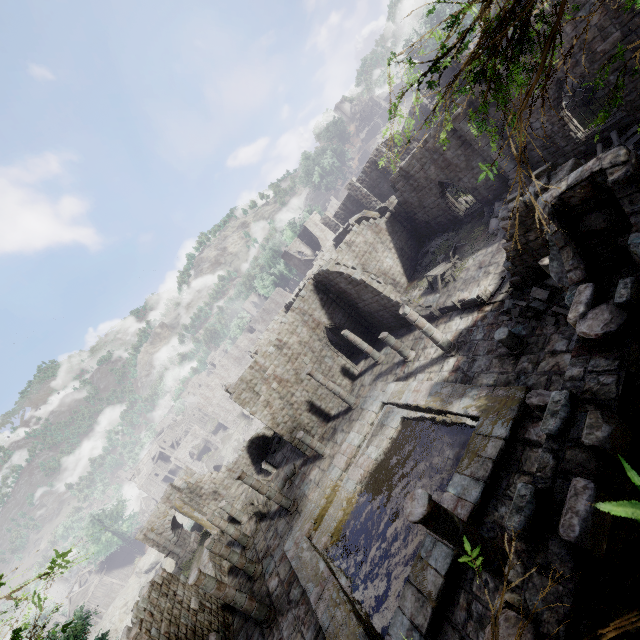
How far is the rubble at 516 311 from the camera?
11.3m

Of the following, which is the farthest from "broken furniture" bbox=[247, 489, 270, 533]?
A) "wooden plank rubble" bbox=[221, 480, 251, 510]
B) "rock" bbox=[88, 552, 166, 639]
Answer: "rock" bbox=[88, 552, 166, 639]

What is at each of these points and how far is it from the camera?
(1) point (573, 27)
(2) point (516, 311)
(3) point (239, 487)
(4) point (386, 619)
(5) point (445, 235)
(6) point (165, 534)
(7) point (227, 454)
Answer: (1) building, 13.37m
(2) rubble, 13.03m
(3) wooden plank rubble, 27.89m
(4) building, 9.84m
(5) rubble, 24.98m
(6) stone arch, 34.47m
(7) rock, 58.38m

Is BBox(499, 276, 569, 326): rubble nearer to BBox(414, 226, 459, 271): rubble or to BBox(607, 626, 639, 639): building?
BBox(607, 626, 639, 639): building

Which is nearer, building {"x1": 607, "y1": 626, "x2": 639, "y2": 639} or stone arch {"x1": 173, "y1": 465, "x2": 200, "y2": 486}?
building {"x1": 607, "y1": 626, "x2": 639, "y2": 639}

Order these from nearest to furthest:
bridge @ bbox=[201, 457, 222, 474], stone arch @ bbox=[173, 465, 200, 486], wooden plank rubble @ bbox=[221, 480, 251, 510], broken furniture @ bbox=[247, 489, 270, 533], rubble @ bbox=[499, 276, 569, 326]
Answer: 1. rubble @ bbox=[499, 276, 569, 326]
2. broken furniture @ bbox=[247, 489, 270, 533]
3. wooden plank rubble @ bbox=[221, 480, 251, 510]
4. stone arch @ bbox=[173, 465, 200, 486]
5. bridge @ bbox=[201, 457, 222, 474]

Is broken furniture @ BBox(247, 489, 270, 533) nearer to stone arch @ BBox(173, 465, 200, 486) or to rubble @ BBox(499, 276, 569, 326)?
stone arch @ BBox(173, 465, 200, 486)

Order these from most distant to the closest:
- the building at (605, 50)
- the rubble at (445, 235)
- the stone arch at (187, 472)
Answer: the stone arch at (187, 472)
the rubble at (445, 235)
the building at (605, 50)
